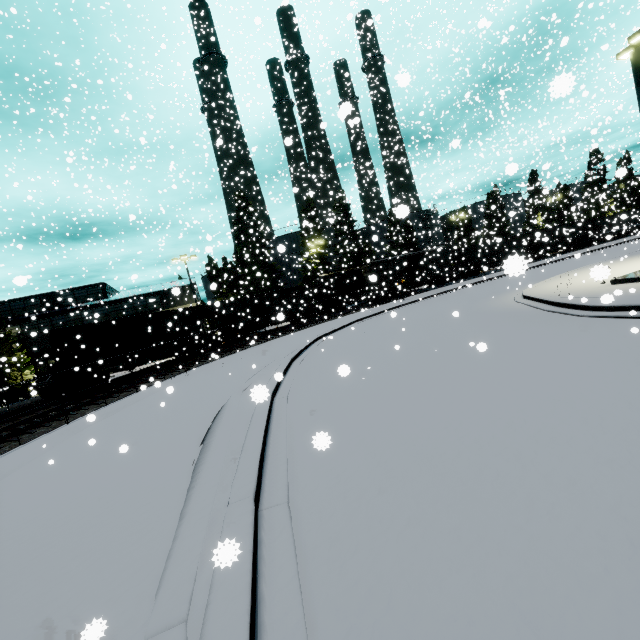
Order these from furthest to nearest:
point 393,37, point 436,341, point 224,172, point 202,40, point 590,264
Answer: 1. point 393,37
2. point 202,40
3. point 590,264
4. point 224,172
5. point 436,341

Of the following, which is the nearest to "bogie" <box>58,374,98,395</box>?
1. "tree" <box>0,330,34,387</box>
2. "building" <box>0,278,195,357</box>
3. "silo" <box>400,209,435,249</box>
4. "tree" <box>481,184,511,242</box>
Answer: "building" <box>0,278,195,357</box>

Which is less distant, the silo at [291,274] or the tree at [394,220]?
the tree at [394,220]

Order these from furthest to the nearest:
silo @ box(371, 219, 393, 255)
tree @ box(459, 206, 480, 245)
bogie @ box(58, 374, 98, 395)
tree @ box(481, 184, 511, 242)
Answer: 1. tree @ box(481, 184, 511, 242)
2. tree @ box(459, 206, 480, 245)
3. bogie @ box(58, 374, 98, 395)
4. silo @ box(371, 219, 393, 255)

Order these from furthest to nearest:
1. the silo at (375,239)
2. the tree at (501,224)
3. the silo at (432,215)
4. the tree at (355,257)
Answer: the tree at (355,257), the tree at (501,224), the silo at (432,215), the silo at (375,239)

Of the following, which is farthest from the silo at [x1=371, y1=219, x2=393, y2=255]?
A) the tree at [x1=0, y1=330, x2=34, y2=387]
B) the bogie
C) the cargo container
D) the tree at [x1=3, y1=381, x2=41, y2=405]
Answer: the tree at [x1=0, y1=330, x2=34, y2=387]

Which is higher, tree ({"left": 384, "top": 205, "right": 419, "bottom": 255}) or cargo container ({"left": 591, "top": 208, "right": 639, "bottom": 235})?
tree ({"left": 384, "top": 205, "right": 419, "bottom": 255})

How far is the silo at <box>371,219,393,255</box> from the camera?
13.9m
